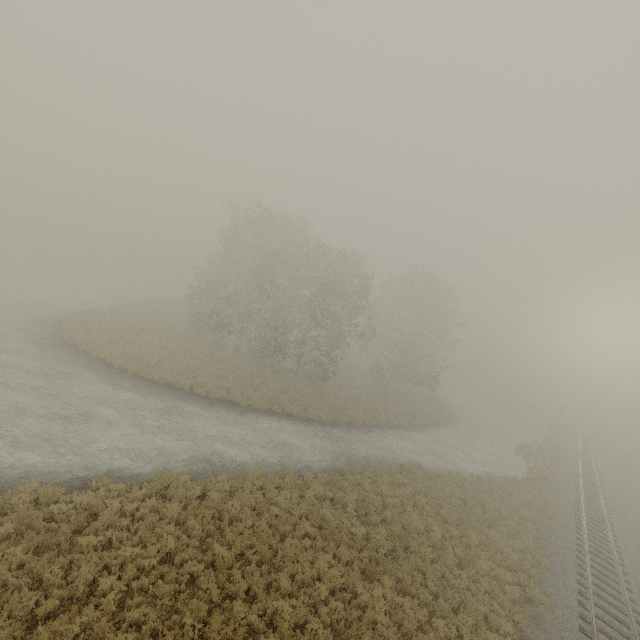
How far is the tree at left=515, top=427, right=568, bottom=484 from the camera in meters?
30.0

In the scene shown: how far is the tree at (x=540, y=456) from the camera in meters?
30.0 m

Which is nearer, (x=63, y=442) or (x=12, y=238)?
(x=63, y=442)
